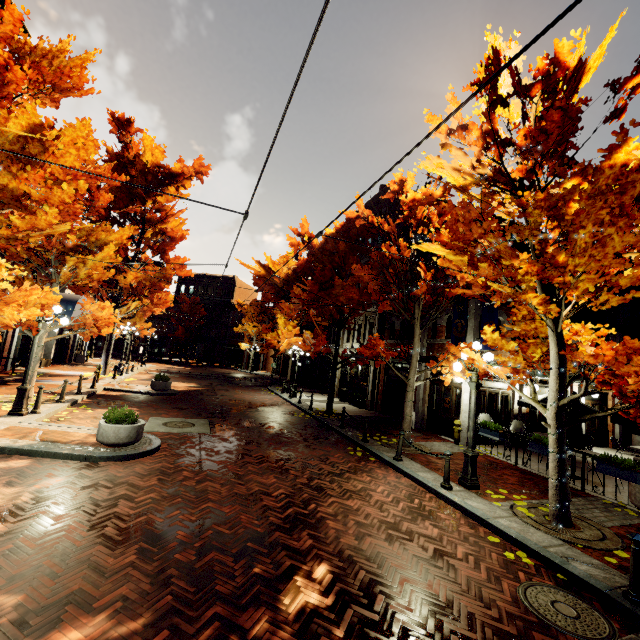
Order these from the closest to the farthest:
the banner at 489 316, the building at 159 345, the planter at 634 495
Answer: the planter at 634 495 → the banner at 489 316 → the building at 159 345

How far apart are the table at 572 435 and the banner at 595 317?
6.5m

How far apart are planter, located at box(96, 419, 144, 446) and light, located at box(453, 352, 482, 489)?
8.2 meters

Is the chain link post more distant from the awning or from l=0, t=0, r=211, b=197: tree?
the awning

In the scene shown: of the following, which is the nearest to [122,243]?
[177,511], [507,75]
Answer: [177,511]

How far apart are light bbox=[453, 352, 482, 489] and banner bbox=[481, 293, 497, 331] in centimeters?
426cm

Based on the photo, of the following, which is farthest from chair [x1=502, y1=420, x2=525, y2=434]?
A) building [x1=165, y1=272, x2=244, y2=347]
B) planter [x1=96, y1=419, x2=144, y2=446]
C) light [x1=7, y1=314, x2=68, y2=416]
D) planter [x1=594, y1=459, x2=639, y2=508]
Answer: light [x1=7, y1=314, x2=68, y2=416]

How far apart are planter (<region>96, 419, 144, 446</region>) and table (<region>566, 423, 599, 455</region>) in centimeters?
1226cm
